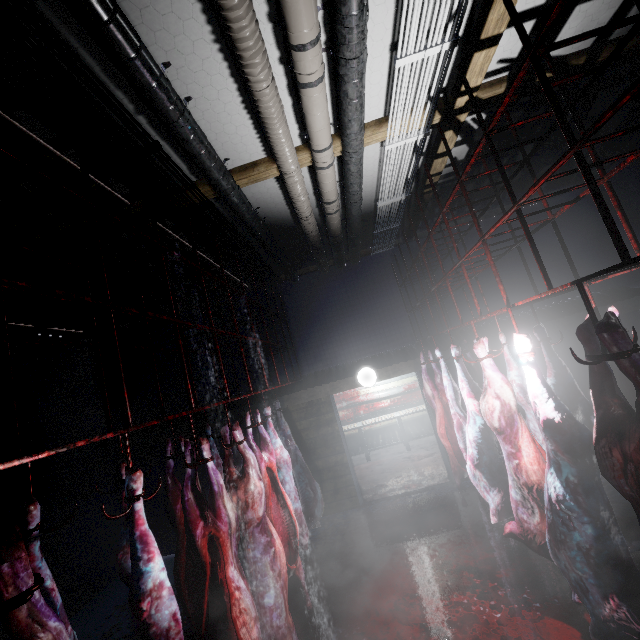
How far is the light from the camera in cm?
521

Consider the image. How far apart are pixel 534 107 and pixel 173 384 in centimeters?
666cm

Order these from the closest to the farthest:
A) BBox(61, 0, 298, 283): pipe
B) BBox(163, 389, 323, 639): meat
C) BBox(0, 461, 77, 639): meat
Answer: BBox(0, 461, 77, 639): meat, BBox(61, 0, 298, 283): pipe, BBox(163, 389, 323, 639): meat

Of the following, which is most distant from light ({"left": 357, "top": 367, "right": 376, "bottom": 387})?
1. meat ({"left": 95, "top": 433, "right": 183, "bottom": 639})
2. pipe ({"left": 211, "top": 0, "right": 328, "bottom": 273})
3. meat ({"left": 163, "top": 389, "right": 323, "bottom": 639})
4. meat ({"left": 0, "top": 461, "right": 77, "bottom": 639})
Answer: meat ({"left": 0, "top": 461, "right": 77, "bottom": 639})

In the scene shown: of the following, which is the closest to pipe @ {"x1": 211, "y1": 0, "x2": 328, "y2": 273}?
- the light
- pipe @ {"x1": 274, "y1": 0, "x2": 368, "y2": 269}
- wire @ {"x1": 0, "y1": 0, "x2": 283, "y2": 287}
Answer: pipe @ {"x1": 274, "y1": 0, "x2": 368, "y2": 269}

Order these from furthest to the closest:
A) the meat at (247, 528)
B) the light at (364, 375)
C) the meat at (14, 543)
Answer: the light at (364, 375) → the meat at (247, 528) → the meat at (14, 543)

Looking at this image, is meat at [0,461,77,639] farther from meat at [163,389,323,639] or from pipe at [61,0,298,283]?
pipe at [61,0,298,283]

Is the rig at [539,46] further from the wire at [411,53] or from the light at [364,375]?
the light at [364,375]
